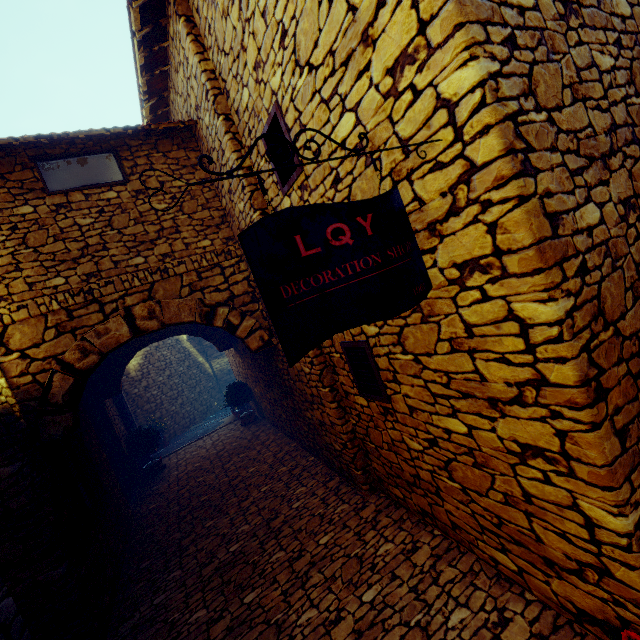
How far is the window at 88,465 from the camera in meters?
4.3 m

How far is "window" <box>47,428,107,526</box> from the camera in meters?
4.3

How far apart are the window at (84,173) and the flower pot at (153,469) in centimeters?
620cm

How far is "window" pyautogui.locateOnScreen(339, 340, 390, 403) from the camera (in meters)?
3.31

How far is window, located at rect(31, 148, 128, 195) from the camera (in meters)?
4.31

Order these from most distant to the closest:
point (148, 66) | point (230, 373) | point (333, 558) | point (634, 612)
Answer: point (230, 373)
point (148, 66)
point (333, 558)
point (634, 612)

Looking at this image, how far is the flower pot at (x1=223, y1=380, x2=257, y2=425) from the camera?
9.5 meters

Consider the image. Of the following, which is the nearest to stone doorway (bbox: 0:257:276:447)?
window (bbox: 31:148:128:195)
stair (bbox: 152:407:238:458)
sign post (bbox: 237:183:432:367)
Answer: window (bbox: 31:148:128:195)
